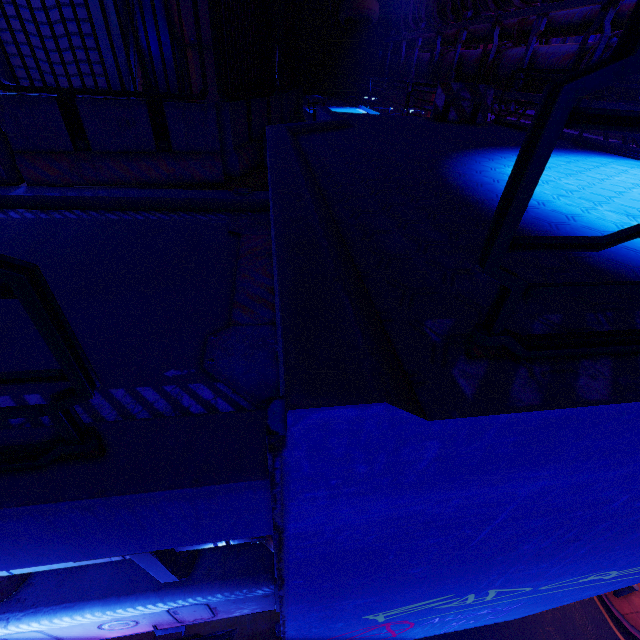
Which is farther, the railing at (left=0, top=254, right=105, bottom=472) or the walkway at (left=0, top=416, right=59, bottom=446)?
the walkway at (left=0, top=416, right=59, bottom=446)

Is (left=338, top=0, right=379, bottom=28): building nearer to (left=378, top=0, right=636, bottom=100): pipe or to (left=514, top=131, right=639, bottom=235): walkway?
(left=378, top=0, right=636, bottom=100): pipe

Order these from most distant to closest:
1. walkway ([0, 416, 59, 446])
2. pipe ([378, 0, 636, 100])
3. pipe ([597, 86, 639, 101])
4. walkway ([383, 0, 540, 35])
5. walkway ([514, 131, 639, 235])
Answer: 1. walkway ([383, 0, 540, 35])
2. pipe ([378, 0, 636, 100])
3. pipe ([597, 86, 639, 101])
4. walkway ([514, 131, 639, 235])
5. walkway ([0, 416, 59, 446])

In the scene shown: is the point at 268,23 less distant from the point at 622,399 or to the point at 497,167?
the point at 497,167

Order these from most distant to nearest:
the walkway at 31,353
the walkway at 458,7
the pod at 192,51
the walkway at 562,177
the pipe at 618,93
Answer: the walkway at 458,7
the pipe at 618,93
the pod at 192,51
the walkway at 562,177
the walkway at 31,353

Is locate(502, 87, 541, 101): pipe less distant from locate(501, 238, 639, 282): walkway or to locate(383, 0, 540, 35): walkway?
locate(383, 0, 540, 35): walkway

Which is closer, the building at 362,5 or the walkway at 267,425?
the walkway at 267,425

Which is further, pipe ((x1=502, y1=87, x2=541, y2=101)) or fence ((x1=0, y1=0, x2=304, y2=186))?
pipe ((x1=502, y1=87, x2=541, y2=101))
